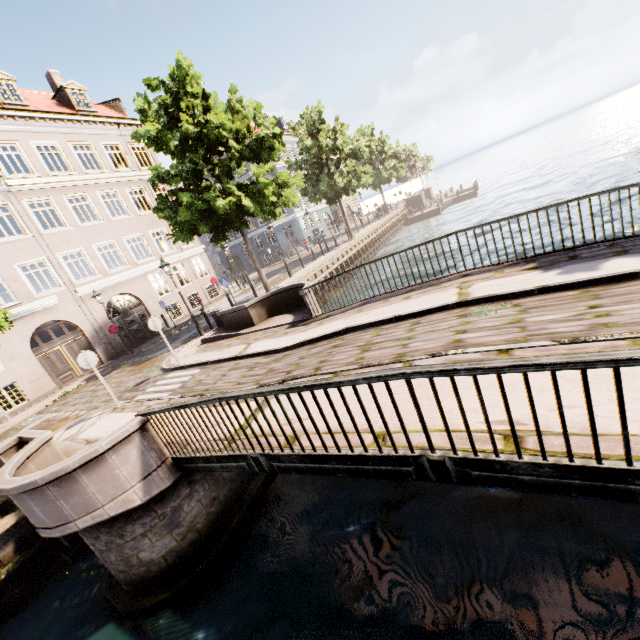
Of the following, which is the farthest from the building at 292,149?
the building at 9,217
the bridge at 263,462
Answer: the building at 9,217

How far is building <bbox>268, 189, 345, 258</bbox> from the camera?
38.69m

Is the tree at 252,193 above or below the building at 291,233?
above

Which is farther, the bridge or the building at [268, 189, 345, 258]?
the building at [268, 189, 345, 258]

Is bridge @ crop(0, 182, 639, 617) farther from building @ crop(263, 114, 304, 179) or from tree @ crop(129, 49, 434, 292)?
building @ crop(263, 114, 304, 179)

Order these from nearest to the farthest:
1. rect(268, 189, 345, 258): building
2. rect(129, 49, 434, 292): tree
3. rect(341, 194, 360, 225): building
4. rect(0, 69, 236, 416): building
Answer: rect(129, 49, 434, 292): tree, rect(0, 69, 236, 416): building, rect(268, 189, 345, 258): building, rect(341, 194, 360, 225): building

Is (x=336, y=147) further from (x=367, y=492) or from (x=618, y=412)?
(x=618, y=412)
